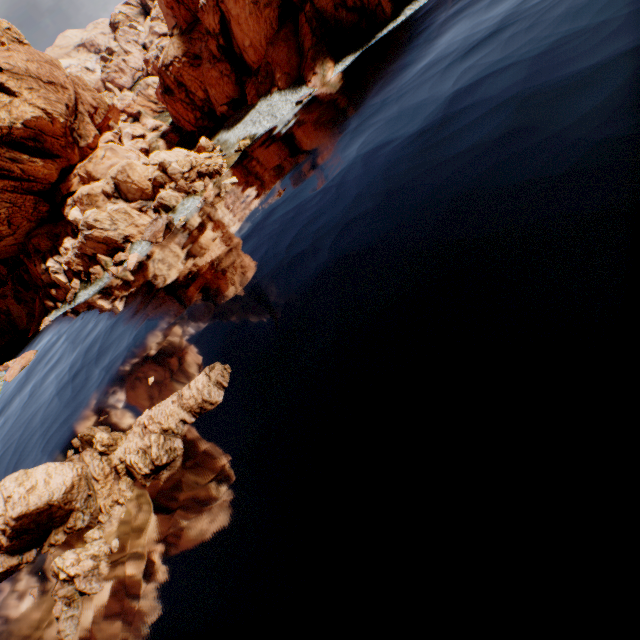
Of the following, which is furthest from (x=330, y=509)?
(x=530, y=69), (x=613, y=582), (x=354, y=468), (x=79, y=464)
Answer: (x=530, y=69)

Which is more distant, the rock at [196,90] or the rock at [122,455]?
the rock at [196,90]

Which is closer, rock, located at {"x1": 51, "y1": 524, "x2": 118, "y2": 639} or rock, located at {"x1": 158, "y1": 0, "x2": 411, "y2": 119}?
rock, located at {"x1": 51, "y1": 524, "x2": 118, "y2": 639}

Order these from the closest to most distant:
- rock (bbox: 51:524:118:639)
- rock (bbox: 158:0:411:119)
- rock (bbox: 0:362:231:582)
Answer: rock (bbox: 51:524:118:639) < rock (bbox: 0:362:231:582) < rock (bbox: 158:0:411:119)

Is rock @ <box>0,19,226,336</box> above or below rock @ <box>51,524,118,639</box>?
above

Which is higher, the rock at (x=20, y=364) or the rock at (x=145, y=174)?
the rock at (x=145, y=174)
